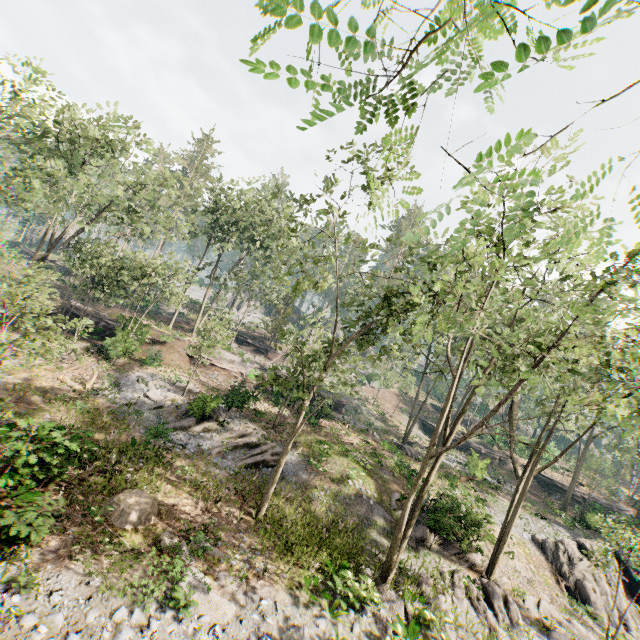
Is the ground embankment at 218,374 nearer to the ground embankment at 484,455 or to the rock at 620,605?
the ground embankment at 484,455

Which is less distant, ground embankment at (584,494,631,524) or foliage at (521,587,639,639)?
foliage at (521,587,639,639)

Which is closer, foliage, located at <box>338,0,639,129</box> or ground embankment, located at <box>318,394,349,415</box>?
foliage, located at <box>338,0,639,129</box>

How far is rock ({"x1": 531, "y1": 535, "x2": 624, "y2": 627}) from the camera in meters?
19.6 m

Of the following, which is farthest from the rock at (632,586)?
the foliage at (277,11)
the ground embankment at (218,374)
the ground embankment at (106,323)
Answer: the ground embankment at (106,323)

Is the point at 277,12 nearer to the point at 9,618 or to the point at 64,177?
the point at 9,618

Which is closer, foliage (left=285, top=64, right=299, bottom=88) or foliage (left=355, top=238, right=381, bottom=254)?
foliage (left=285, top=64, right=299, bottom=88)
